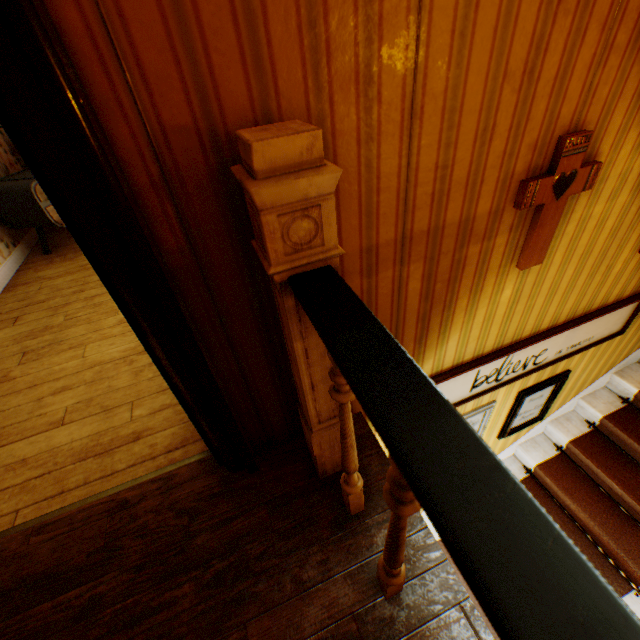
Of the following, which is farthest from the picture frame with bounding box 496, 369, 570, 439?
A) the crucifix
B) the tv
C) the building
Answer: the tv

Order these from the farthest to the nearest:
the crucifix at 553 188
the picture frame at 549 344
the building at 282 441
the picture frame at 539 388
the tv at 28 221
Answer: the tv at 28 221 → the picture frame at 539 388 → the picture frame at 549 344 → the crucifix at 553 188 → the building at 282 441

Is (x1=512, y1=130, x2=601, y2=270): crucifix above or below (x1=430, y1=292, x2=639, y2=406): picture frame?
above

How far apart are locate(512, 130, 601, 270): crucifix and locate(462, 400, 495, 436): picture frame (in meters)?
1.36

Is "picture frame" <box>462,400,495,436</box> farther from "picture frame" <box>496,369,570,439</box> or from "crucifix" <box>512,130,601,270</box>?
"crucifix" <box>512,130,601,270</box>

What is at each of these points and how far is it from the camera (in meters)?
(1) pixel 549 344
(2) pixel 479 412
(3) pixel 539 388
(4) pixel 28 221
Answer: (1) picture frame, 2.38
(2) picture frame, 2.63
(3) picture frame, 2.79
(4) tv, 3.81

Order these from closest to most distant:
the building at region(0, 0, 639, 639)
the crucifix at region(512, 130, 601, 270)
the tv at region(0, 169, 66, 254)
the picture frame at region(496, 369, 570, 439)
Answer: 1. the building at region(0, 0, 639, 639)
2. the crucifix at region(512, 130, 601, 270)
3. the picture frame at region(496, 369, 570, 439)
4. the tv at region(0, 169, 66, 254)

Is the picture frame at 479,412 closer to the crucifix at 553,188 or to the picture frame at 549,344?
the picture frame at 549,344
